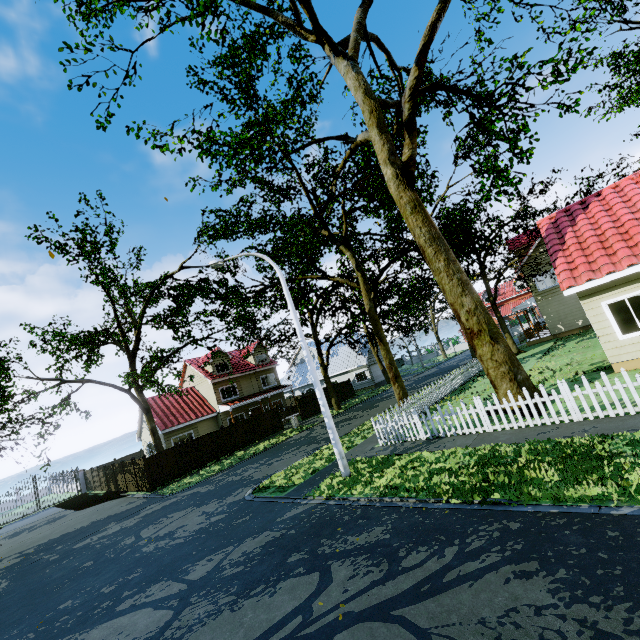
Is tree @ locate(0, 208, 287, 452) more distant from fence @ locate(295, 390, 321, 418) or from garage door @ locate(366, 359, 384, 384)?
garage door @ locate(366, 359, 384, 384)

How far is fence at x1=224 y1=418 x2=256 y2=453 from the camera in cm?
2530

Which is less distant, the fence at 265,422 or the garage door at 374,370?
the fence at 265,422

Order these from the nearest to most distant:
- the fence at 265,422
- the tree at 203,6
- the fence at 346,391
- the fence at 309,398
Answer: the tree at 203,6 → the fence at 265,422 → the fence at 309,398 → the fence at 346,391

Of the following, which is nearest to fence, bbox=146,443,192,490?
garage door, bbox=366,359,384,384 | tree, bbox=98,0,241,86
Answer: tree, bbox=98,0,241,86

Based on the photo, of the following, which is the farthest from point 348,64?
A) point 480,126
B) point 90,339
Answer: point 90,339

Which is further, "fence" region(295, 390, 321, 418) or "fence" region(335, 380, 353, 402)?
"fence" region(335, 380, 353, 402)
